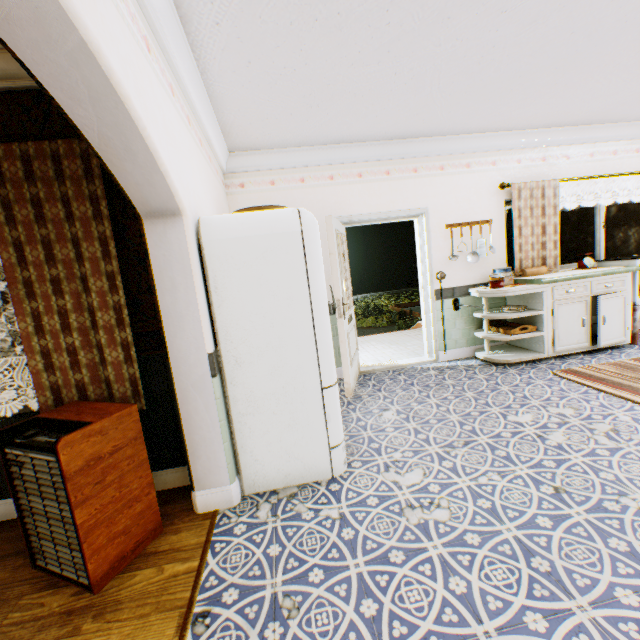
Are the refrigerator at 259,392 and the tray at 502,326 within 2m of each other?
no

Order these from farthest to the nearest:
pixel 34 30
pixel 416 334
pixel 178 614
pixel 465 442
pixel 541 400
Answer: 1. pixel 416 334
2. pixel 541 400
3. pixel 465 442
4. pixel 178 614
5. pixel 34 30

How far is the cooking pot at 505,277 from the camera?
4.34m

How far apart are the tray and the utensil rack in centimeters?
98cm

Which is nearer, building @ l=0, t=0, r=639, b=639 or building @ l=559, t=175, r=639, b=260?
building @ l=0, t=0, r=639, b=639

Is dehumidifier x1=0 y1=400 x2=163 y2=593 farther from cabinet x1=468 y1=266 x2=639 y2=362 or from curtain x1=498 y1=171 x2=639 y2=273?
curtain x1=498 y1=171 x2=639 y2=273

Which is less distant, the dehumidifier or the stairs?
the dehumidifier

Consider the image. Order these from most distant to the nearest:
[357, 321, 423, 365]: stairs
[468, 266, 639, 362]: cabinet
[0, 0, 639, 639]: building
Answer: [357, 321, 423, 365]: stairs
[468, 266, 639, 362]: cabinet
[0, 0, 639, 639]: building
